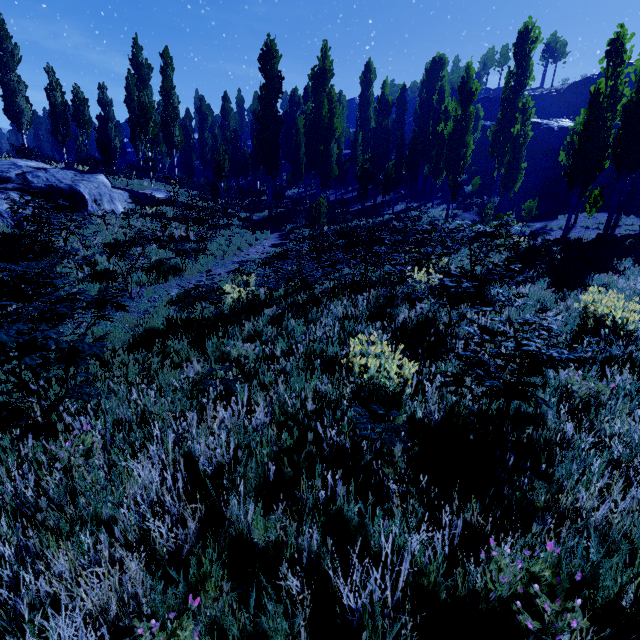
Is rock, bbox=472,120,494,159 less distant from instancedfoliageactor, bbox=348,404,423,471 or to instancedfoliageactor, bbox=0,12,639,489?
instancedfoliageactor, bbox=0,12,639,489

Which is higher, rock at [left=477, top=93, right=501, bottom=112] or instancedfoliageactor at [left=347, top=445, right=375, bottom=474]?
rock at [left=477, top=93, right=501, bottom=112]

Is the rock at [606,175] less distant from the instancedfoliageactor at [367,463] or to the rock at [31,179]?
the rock at [31,179]

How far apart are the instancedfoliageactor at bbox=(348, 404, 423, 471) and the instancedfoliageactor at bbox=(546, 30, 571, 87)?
84.4m

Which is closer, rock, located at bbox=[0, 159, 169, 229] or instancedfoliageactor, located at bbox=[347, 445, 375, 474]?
instancedfoliageactor, located at bbox=[347, 445, 375, 474]

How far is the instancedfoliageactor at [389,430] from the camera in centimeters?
239cm

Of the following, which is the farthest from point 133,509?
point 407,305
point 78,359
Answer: point 407,305
